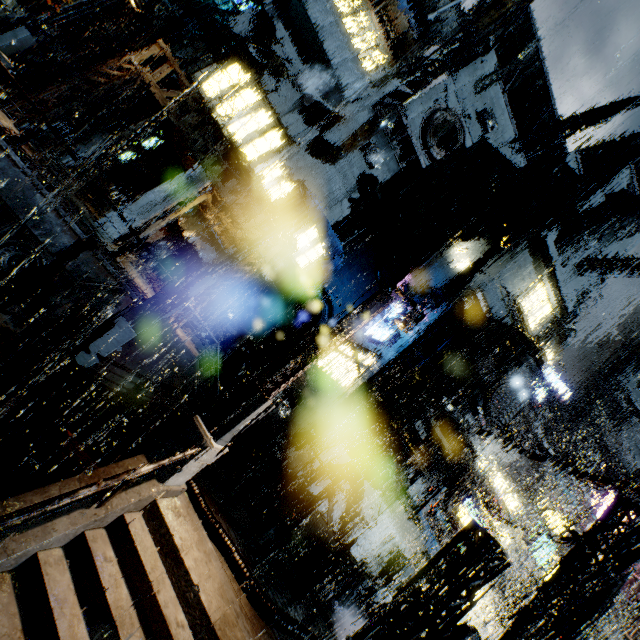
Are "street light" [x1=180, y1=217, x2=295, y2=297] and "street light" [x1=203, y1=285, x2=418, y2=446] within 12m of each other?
yes

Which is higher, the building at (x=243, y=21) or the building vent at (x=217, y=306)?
the building at (x=243, y=21)

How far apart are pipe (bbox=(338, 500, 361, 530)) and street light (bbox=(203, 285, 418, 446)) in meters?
11.7

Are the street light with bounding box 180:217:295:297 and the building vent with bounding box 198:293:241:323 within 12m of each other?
yes

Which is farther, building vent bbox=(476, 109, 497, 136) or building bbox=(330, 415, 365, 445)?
building vent bbox=(476, 109, 497, 136)

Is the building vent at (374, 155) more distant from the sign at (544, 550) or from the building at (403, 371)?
the sign at (544, 550)

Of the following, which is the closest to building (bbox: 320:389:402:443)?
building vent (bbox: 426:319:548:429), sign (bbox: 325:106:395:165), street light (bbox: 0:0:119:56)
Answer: building vent (bbox: 426:319:548:429)

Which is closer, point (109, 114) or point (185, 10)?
point (109, 114)
